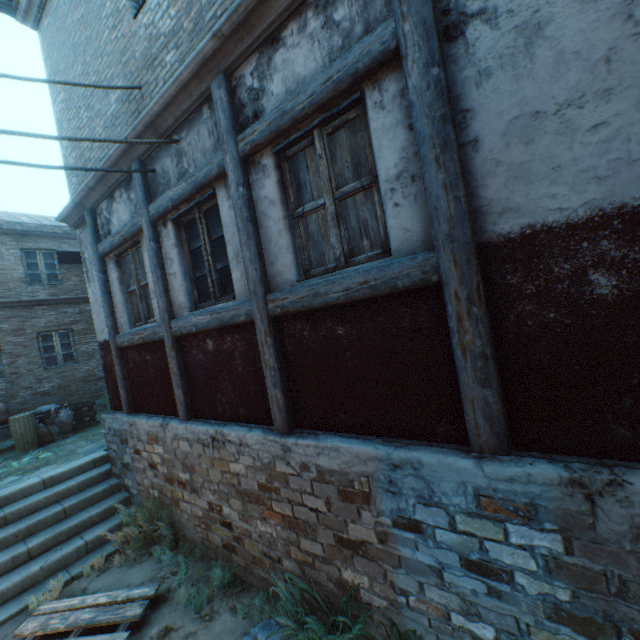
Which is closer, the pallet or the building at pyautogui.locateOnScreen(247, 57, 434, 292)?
the building at pyautogui.locateOnScreen(247, 57, 434, 292)

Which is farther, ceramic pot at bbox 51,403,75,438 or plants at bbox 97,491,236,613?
ceramic pot at bbox 51,403,75,438

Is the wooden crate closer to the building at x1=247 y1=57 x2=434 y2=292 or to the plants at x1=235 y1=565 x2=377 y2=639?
the building at x1=247 y1=57 x2=434 y2=292

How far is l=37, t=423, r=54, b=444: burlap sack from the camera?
8.4 meters

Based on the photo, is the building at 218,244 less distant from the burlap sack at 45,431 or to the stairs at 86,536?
the stairs at 86,536

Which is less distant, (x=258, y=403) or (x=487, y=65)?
(x=487, y=65)

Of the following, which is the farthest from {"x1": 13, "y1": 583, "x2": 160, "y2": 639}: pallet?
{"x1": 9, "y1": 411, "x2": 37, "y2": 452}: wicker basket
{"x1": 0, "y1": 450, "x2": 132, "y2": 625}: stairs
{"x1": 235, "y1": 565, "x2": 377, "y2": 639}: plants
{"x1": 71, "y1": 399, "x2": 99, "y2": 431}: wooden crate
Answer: {"x1": 71, "y1": 399, "x2": 99, "y2": 431}: wooden crate

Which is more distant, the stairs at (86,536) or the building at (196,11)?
the stairs at (86,536)
